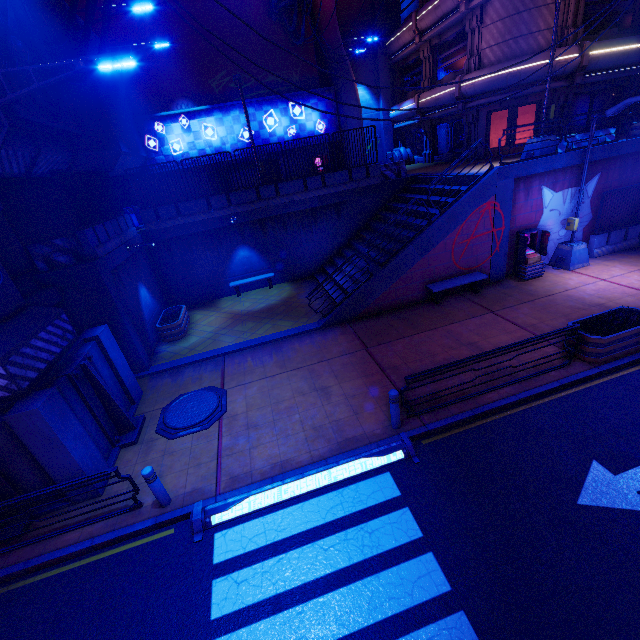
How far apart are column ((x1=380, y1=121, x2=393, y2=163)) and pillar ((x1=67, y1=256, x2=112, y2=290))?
25.9 meters

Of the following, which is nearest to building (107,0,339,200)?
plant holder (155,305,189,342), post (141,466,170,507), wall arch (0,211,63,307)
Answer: plant holder (155,305,189,342)

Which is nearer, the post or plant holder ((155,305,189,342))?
the post

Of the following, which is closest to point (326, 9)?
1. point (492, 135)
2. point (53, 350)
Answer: point (492, 135)

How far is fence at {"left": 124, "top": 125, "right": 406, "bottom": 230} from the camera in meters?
15.5 m

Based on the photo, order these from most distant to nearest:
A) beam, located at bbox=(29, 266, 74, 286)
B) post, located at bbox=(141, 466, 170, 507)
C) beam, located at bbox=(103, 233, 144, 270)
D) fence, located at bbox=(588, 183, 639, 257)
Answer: fence, located at bbox=(588, 183, 639, 257), beam, located at bbox=(103, 233, 144, 270), beam, located at bbox=(29, 266, 74, 286), post, located at bbox=(141, 466, 170, 507)

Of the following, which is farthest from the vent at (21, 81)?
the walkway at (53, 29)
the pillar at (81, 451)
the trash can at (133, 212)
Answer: the trash can at (133, 212)

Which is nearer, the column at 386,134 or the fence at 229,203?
the fence at 229,203
